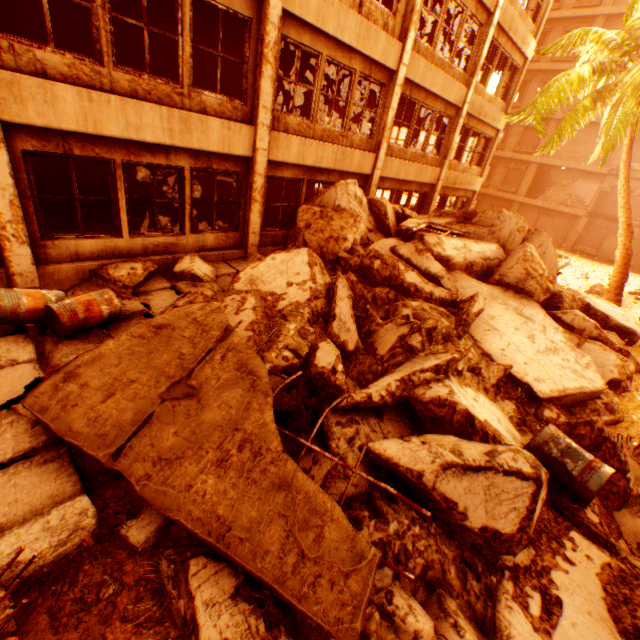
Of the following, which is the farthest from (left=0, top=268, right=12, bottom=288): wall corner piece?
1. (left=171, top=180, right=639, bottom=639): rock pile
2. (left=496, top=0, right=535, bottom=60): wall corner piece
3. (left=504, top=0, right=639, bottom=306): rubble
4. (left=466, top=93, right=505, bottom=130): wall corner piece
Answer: (left=496, top=0, right=535, bottom=60): wall corner piece

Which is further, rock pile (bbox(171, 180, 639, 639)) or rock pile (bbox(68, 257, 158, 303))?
rock pile (bbox(68, 257, 158, 303))

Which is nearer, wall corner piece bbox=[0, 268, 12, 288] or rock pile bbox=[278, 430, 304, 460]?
rock pile bbox=[278, 430, 304, 460]

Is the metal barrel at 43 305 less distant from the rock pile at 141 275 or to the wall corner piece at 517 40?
the rock pile at 141 275

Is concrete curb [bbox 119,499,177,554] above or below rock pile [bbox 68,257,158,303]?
below

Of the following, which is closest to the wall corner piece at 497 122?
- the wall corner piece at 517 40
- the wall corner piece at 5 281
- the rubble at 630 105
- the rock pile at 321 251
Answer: the rubble at 630 105

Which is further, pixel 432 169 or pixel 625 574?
pixel 432 169

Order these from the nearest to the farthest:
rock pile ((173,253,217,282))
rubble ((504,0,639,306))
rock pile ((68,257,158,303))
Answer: rock pile ((68,257,158,303)) < rock pile ((173,253,217,282)) < rubble ((504,0,639,306))
